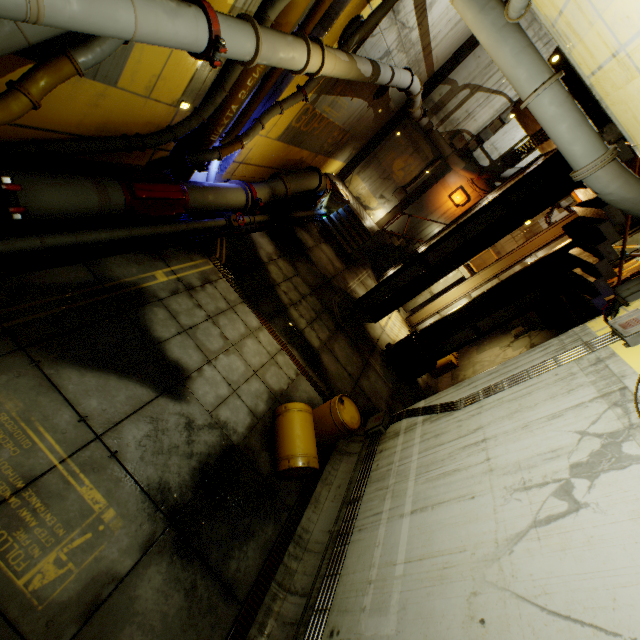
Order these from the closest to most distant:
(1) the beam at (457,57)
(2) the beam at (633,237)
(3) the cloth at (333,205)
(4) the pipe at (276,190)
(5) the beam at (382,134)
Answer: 1. (4) the pipe at (276,190)
2. (2) the beam at (633,237)
3. (1) the beam at (457,57)
4. (3) the cloth at (333,205)
5. (5) the beam at (382,134)

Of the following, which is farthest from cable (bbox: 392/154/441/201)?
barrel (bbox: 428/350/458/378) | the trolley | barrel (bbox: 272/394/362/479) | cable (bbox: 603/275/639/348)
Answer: barrel (bbox: 272/394/362/479)

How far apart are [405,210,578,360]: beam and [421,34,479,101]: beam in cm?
818

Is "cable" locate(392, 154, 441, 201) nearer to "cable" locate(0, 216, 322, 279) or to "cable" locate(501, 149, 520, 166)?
"cable" locate(501, 149, 520, 166)

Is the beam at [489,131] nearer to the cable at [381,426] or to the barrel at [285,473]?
the cable at [381,426]

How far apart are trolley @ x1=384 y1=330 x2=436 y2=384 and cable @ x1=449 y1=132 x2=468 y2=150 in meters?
9.7 m

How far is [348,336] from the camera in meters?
10.9

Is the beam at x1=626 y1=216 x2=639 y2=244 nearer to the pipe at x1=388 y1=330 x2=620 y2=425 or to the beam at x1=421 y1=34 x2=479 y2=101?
the pipe at x1=388 y1=330 x2=620 y2=425
